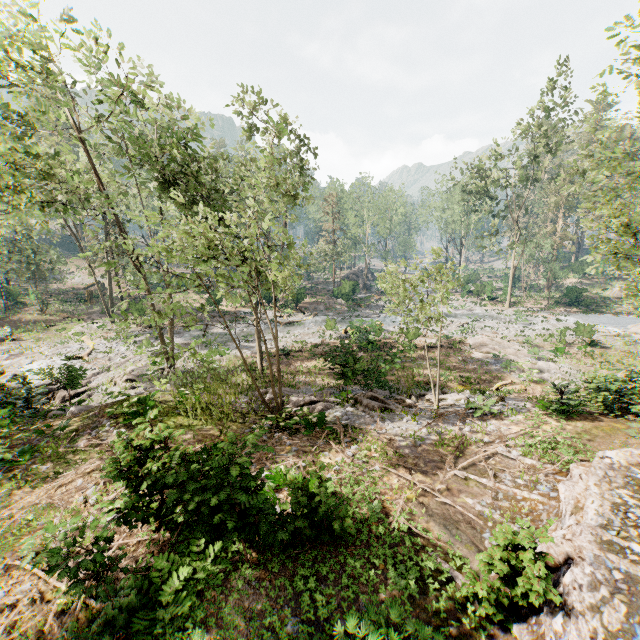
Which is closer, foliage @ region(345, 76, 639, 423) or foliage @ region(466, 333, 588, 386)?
foliage @ region(345, 76, 639, 423)

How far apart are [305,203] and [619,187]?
26.7m

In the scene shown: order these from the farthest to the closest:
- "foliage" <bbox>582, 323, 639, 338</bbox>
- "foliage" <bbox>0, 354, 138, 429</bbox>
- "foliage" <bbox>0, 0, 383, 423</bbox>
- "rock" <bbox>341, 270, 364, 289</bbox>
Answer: "rock" <bbox>341, 270, 364, 289</bbox>
"foliage" <bbox>582, 323, 639, 338</bbox>
"foliage" <bbox>0, 354, 138, 429</bbox>
"foliage" <bbox>0, 0, 383, 423</bbox>

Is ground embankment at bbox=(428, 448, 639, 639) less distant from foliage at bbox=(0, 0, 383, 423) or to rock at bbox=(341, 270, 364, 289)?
foliage at bbox=(0, 0, 383, 423)

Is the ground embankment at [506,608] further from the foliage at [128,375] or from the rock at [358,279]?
the rock at [358,279]

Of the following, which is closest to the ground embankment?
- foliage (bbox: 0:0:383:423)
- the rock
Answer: foliage (bbox: 0:0:383:423)

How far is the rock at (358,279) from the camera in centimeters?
4512cm
